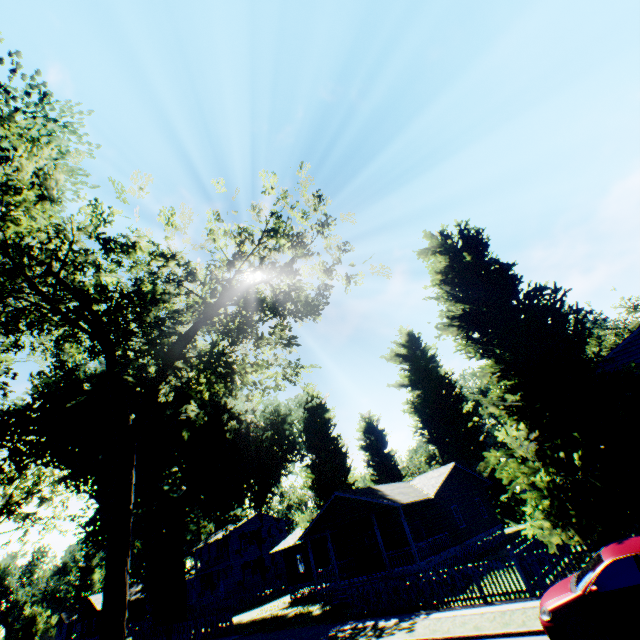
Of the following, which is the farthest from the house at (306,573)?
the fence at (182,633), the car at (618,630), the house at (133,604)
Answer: the car at (618,630)

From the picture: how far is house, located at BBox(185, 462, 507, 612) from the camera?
23.2m

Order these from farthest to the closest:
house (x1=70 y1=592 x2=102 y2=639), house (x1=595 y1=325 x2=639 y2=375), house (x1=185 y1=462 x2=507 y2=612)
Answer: house (x1=70 y1=592 x2=102 y2=639), house (x1=185 y1=462 x2=507 y2=612), house (x1=595 y1=325 x2=639 y2=375)

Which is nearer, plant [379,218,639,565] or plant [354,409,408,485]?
plant [379,218,639,565]

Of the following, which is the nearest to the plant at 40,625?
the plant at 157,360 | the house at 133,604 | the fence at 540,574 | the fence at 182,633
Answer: the house at 133,604

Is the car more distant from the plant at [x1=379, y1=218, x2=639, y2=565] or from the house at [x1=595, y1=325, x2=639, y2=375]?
the house at [x1=595, y1=325, x2=639, y2=375]

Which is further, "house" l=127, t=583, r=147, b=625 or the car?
"house" l=127, t=583, r=147, b=625

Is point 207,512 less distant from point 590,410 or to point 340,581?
point 340,581
